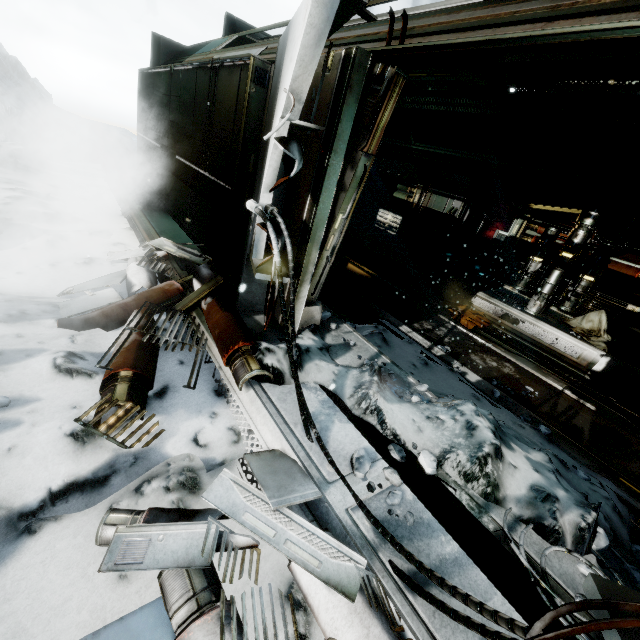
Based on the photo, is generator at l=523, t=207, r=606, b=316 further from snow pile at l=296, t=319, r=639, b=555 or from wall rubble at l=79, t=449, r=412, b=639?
wall rubble at l=79, t=449, r=412, b=639

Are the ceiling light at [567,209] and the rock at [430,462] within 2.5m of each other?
no

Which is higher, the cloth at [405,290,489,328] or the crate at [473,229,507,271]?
the crate at [473,229,507,271]

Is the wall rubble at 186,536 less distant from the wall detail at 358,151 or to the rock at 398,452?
the rock at 398,452

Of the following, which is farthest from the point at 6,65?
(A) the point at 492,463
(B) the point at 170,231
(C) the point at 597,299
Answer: (C) the point at 597,299

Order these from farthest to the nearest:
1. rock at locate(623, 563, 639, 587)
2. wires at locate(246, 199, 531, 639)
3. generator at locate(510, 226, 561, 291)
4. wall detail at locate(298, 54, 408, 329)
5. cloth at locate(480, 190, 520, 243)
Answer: cloth at locate(480, 190, 520, 243) < generator at locate(510, 226, 561, 291) < wall detail at locate(298, 54, 408, 329) < rock at locate(623, 563, 639, 587) < wires at locate(246, 199, 531, 639)

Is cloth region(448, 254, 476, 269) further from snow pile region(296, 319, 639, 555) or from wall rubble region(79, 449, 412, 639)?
wall rubble region(79, 449, 412, 639)

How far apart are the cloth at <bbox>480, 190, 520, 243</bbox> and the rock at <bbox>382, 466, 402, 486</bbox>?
10.9m
